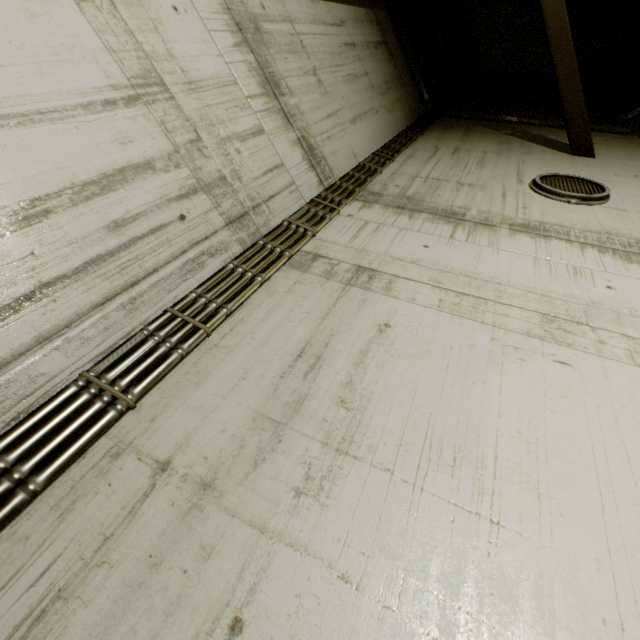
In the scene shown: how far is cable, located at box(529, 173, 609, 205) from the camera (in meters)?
3.57

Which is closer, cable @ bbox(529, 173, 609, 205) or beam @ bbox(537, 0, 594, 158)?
cable @ bbox(529, 173, 609, 205)

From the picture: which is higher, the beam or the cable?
the beam

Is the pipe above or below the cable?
below

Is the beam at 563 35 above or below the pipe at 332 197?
above

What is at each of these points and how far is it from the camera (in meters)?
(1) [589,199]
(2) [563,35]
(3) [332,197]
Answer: (1) cable, 3.56
(2) beam, 4.37
(3) pipe, 3.47

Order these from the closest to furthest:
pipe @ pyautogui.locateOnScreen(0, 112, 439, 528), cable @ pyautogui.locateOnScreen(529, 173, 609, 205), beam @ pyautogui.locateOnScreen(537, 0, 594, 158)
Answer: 1. pipe @ pyautogui.locateOnScreen(0, 112, 439, 528)
2. cable @ pyautogui.locateOnScreen(529, 173, 609, 205)
3. beam @ pyautogui.locateOnScreen(537, 0, 594, 158)

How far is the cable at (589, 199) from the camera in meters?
3.6
